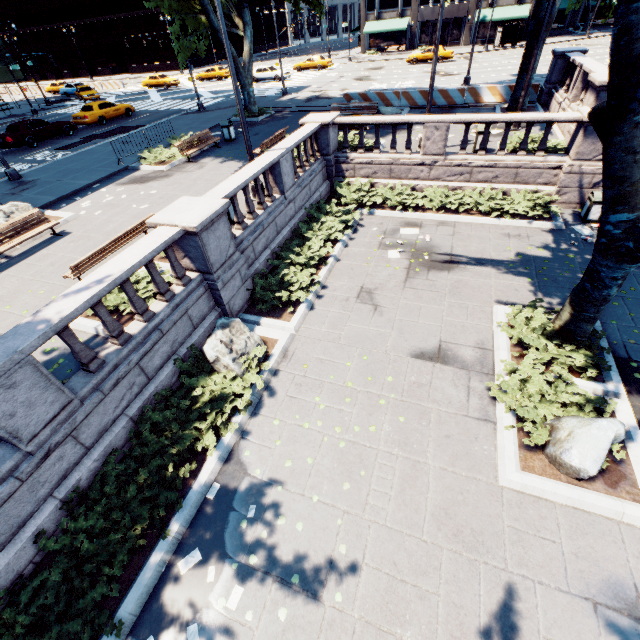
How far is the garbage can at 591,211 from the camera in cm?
1120

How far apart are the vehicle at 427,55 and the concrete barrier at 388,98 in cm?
2306

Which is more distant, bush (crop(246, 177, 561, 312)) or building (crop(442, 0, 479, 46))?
building (crop(442, 0, 479, 46))

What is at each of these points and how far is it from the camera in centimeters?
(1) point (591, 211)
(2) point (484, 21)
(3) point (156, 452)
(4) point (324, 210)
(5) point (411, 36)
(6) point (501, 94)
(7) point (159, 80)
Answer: (1) garbage can, 1148cm
(2) building, 4447cm
(3) bush, 623cm
(4) bush, 1322cm
(5) building, 4972cm
(6) concrete barrier, 1955cm
(7) vehicle, 4166cm

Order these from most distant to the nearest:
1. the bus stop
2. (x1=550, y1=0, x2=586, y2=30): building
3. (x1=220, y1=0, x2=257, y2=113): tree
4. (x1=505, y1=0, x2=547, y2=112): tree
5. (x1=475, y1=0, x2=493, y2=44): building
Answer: (x1=550, y1=0, x2=586, y2=30): building
(x1=475, y1=0, x2=493, y2=44): building
the bus stop
(x1=220, y1=0, x2=257, y2=113): tree
(x1=505, y1=0, x2=547, y2=112): tree

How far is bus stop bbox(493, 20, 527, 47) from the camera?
41.0 meters

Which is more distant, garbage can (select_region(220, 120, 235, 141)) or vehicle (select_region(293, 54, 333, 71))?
vehicle (select_region(293, 54, 333, 71))

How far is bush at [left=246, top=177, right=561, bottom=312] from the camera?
9.8m
